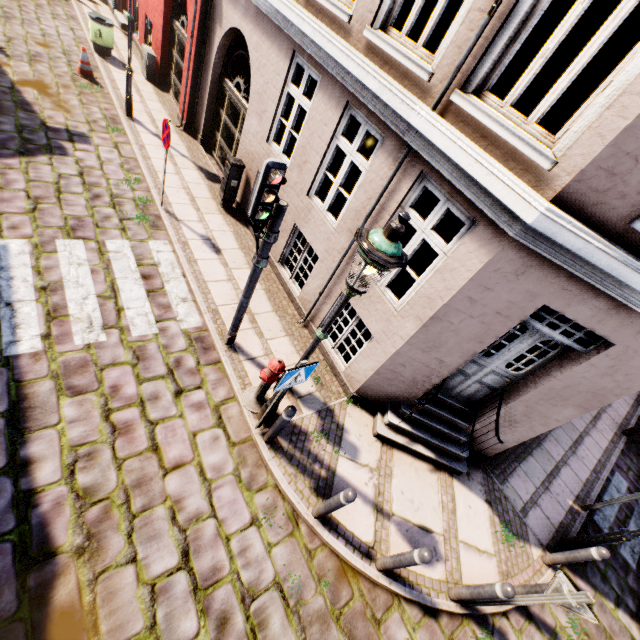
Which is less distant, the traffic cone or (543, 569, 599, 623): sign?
(543, 569, 599, 623): sign

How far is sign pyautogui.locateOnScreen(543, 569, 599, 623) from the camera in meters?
3.5

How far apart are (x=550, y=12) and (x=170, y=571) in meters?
13.8

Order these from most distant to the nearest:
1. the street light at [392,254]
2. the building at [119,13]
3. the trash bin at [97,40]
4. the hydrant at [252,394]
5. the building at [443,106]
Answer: the building at [119,13], the trash bin at [97,40], the hydrant at [252,394], the building at [443,106], the street light at [392,254]

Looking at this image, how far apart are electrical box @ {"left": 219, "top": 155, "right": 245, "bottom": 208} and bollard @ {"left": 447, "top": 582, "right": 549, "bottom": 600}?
9.09m

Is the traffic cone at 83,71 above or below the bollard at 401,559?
below

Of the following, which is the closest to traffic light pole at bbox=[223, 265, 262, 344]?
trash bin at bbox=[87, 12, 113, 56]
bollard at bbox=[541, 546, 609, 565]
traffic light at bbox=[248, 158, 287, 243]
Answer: traffic light at bbox=[248, 158, 287, 243]

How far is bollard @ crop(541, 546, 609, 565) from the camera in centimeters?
510cm
